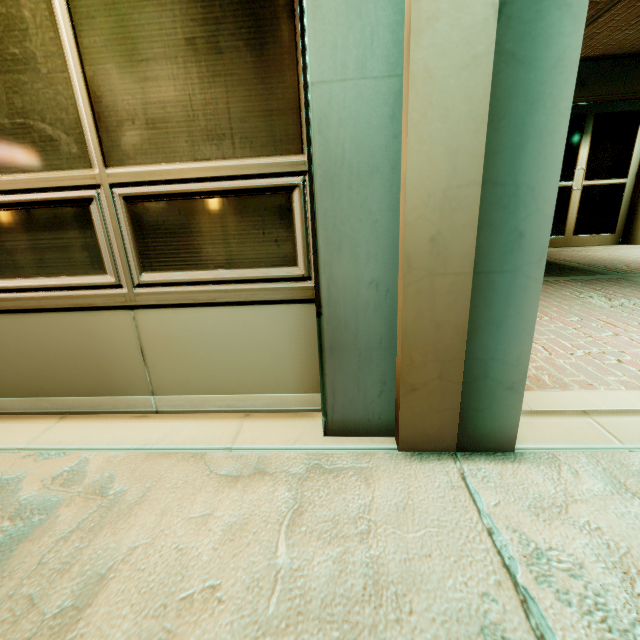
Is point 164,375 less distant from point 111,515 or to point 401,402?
point 111,515
